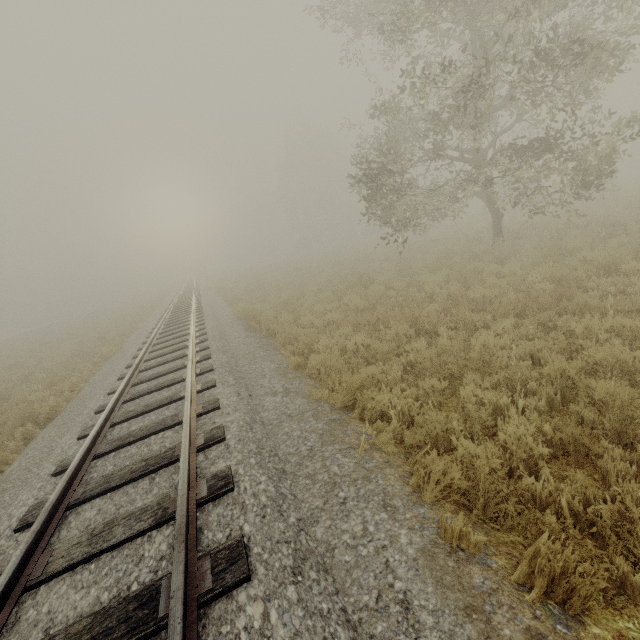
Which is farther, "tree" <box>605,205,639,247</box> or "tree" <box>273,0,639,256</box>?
"tree" <box>605,205,639,247</box>

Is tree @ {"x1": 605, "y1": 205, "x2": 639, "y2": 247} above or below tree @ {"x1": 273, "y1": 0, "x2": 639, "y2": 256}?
below

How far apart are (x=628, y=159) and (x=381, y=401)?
57.4 meters

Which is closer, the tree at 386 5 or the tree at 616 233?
the tree at 386 5

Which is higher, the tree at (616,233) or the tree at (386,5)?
the tree at (386,5)
